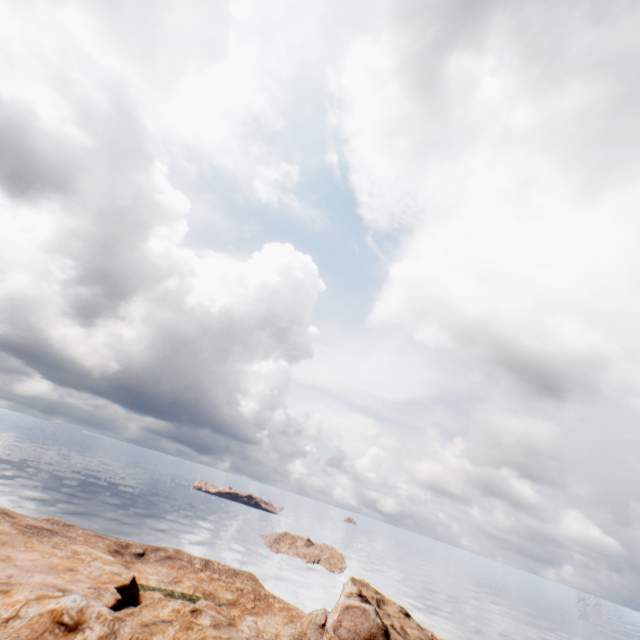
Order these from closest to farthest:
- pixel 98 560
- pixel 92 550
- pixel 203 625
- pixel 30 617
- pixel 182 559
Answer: pixel 30 617
pixel 203 625
pixel 98 560
pixel 92 550
pixel 182 559
